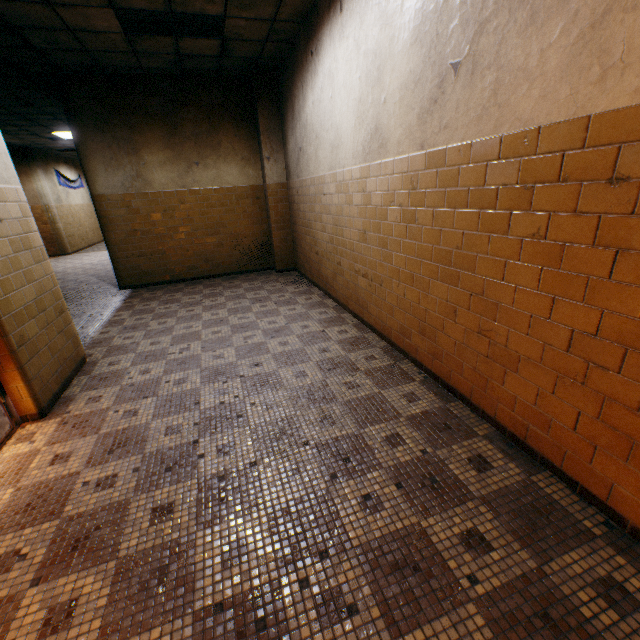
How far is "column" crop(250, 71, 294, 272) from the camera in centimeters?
641cm

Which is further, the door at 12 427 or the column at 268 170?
the column at 268 170

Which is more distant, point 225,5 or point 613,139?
point 225,5

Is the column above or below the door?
above

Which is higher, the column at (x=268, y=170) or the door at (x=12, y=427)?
the column at (x=268, y=170)

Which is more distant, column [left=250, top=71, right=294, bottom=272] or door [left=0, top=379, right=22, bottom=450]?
column [left=250, top=71, right=294, bottom=272]
